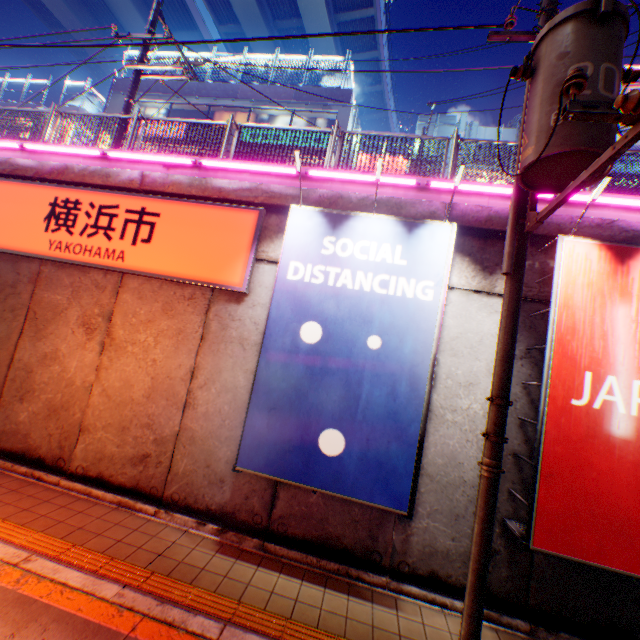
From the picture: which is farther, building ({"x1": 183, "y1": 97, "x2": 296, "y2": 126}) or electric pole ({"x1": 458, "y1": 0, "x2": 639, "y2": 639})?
building ({"x1": 183, "y1": 97, "x2": 296, "y2": 126})

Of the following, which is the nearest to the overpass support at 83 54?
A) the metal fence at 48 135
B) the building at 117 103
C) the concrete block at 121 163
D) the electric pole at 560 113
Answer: the metal fence at 48 135

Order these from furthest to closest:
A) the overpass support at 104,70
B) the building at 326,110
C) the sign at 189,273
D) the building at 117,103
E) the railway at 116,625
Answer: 1. the overpass support at 104,70
2. the building at 117,103
3. the building at 326,110
4. the sign at 189,273
5. the railway at 116,625

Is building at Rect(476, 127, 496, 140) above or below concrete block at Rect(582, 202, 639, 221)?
above

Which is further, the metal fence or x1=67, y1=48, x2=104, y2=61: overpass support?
x1=67, y1=48, x2=104, y2=61: overpass support

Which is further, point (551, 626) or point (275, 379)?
point (275, 379)

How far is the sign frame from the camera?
4.30m

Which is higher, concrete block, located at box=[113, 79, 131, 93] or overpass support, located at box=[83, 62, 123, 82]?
overpass support, located at box=[83, 62, 123, 82]
